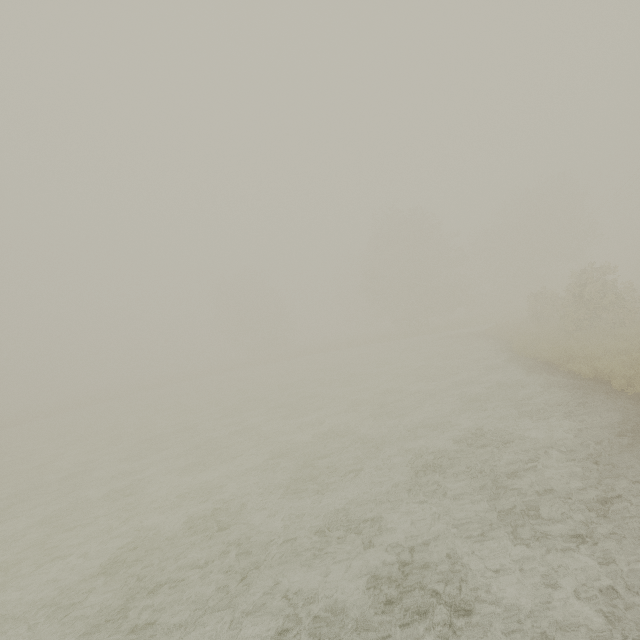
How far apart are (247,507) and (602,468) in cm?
801
